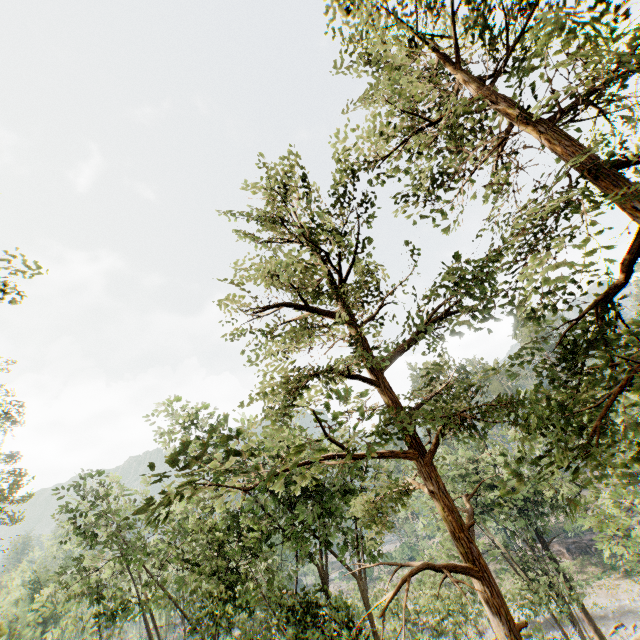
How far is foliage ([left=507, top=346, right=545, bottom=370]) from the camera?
7.9m

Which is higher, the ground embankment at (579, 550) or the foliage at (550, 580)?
the foliage at (550, 580)

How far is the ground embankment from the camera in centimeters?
4306cm

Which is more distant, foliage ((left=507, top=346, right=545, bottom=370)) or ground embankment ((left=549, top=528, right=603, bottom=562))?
ground embankment ((left=549, top=528, right=603, bottom=562))

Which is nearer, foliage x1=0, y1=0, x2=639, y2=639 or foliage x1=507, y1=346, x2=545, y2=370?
foliage x1=0, y1=0, x2=639, y2=639

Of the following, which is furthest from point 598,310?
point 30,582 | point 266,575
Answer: point 30,582

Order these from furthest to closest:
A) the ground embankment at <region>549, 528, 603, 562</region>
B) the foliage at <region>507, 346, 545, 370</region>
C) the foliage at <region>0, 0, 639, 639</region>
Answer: the ground embankment at <region>549, 528, 603, 562</region> → the foliage at <region>507, 346, 545, 370</region> → the foliage at <region>0, 0, 639, 639</region>
